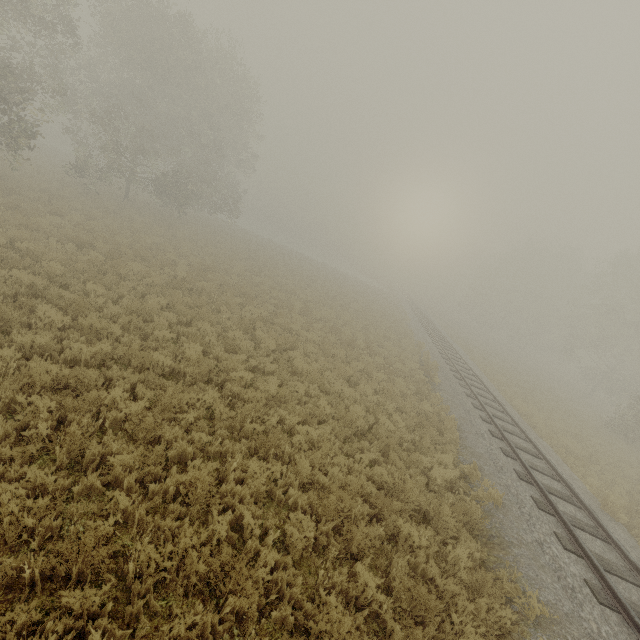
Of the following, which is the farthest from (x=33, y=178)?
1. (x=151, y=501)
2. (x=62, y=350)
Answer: (x=151, y=501)
